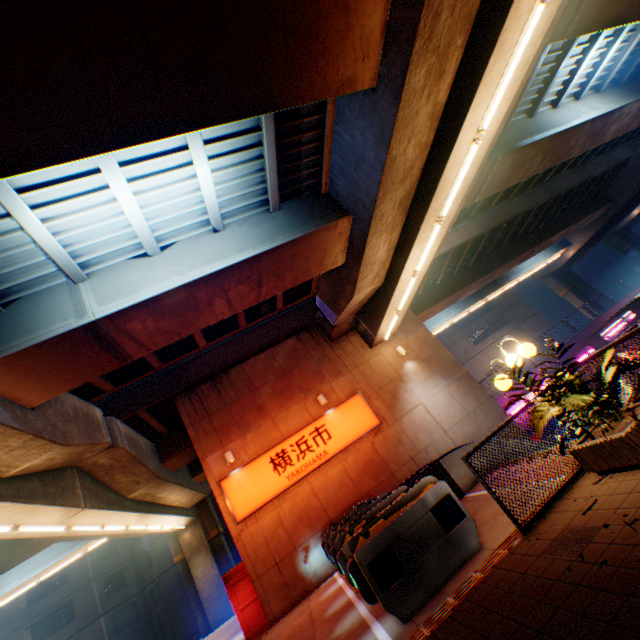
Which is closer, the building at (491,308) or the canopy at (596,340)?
the canopy at (596,340)

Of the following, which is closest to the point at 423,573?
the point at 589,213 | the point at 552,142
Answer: the point at 552,142

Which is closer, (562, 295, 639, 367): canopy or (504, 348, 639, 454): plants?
(504, 348, 639, 454): plants

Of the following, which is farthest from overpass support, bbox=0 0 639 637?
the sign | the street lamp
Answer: the street lamp

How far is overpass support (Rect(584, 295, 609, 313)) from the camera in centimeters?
3566cm

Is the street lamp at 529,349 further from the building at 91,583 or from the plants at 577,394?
the building at 91,583

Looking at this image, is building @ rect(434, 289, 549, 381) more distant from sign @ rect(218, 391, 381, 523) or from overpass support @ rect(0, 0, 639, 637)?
sign @ rect(218, 391, 381, 523)

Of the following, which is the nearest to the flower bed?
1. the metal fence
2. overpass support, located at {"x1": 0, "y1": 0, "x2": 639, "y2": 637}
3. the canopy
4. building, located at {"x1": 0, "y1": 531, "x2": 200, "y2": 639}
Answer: the metal fence
